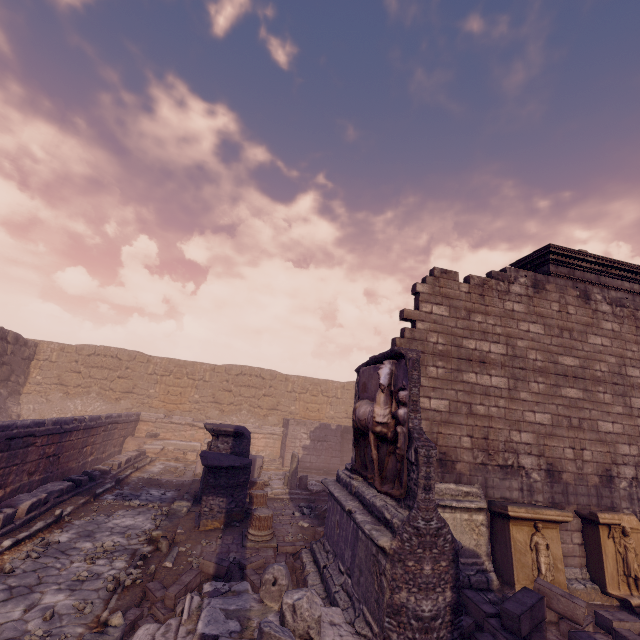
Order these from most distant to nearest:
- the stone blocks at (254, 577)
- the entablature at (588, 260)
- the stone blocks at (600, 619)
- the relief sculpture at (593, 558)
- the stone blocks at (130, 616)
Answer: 1. the entablature at (588, 260)
2. the relief sculpture at (593, 558)
3. the stone blocks at (254, 577)
4. the stone blocks at (600, 619)
5. the stone blocks at (130, 616)

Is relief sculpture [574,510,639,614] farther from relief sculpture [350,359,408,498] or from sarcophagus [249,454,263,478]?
sarcophagus [249,454,263,478]

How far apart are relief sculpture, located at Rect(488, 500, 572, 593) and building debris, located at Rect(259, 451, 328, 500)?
6.3 meters

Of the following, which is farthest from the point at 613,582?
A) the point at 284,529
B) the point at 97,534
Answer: the point at 97,534

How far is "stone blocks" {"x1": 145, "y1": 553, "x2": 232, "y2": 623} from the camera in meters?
4.7

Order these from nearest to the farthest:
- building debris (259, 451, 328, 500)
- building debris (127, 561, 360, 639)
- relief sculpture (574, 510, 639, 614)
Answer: building debris (127, 561, 360, 639)
relief sculpture (574, 510, 639, 614)
building debris (259, 451, 328, 500)

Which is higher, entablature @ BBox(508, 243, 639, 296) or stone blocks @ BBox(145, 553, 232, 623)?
entablature @ BBox(508, 243, 639, 296)

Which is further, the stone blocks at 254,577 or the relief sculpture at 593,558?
the relief sculpture at 593,558
